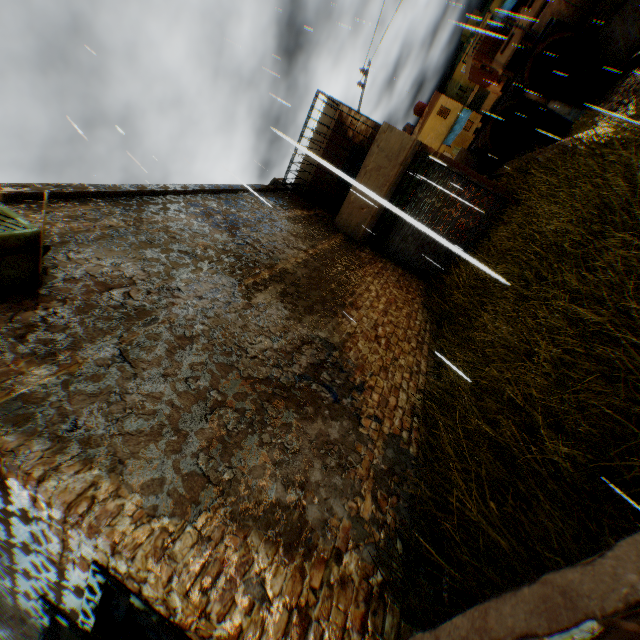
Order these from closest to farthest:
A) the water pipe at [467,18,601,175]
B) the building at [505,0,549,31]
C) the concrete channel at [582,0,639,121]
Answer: the concrete channel at [582,0,639,121]
the water pipe at [467,18,601,175]
the building at [505,0,549,31]

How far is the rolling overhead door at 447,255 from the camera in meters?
9.8 m

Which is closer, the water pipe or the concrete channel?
the concrete channel

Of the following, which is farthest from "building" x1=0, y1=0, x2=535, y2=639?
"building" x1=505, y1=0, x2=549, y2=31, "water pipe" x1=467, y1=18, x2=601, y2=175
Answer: "building" x1=505, y1=0, x2=549, y2=31

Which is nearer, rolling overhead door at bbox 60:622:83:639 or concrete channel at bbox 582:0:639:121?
rolling overhead door at bbox 60:622:83:639

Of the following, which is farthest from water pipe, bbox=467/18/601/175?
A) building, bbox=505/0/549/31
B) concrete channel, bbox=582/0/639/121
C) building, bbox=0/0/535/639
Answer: building, bbox=505/0/549/31

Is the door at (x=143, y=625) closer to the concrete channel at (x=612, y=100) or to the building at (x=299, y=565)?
the building at (x=299, y=565)

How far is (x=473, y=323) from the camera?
6.31m
